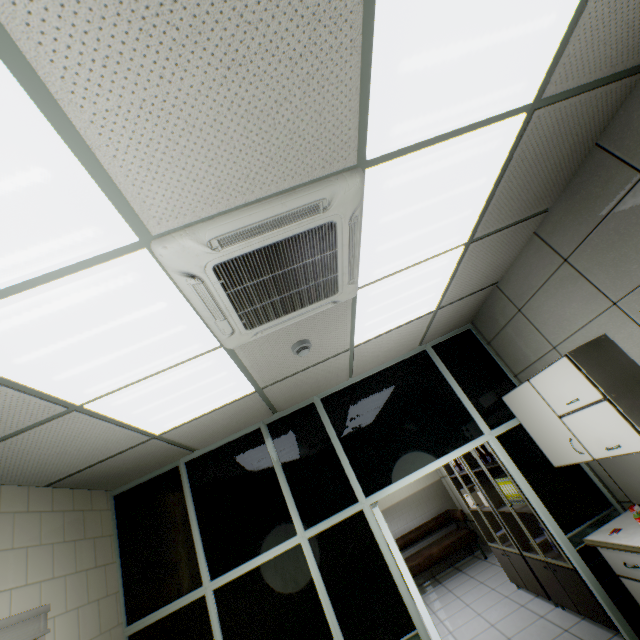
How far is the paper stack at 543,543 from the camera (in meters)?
3.94

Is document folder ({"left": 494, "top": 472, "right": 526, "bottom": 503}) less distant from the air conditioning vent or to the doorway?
the doorway

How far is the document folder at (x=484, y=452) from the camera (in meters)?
4.31

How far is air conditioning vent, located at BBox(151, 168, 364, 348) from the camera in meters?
1.4 m

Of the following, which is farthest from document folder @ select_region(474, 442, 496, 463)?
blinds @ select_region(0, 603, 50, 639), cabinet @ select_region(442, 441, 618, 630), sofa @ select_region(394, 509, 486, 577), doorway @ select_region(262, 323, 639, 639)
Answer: blinds @ select_region(0, 603, 50, 639)

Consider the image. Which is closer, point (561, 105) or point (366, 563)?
point (561, 105)

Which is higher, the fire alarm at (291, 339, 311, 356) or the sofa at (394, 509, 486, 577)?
the fire alarm at (291, 339, 311, 356)

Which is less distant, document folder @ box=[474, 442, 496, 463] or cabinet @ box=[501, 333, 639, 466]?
cabinet @ box=[501, 333, 639, 466]
